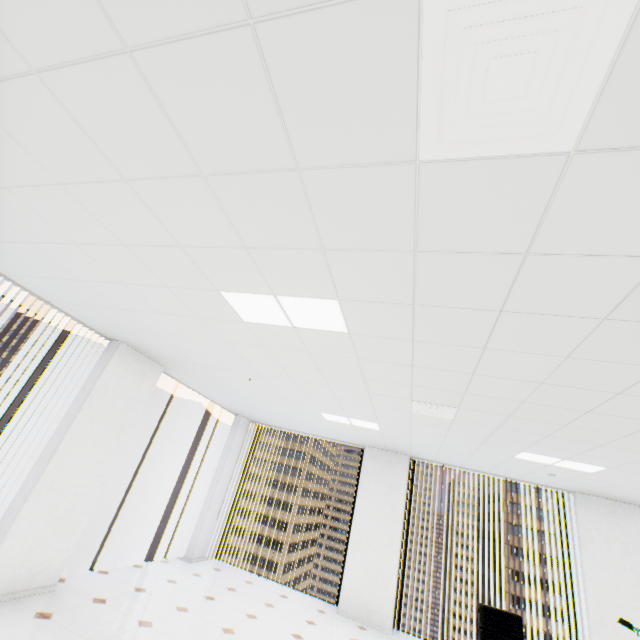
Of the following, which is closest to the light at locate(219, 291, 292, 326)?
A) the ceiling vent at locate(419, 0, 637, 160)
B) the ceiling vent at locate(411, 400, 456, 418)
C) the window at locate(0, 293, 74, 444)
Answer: the ceiling vent at locate(419, 0, 637, 160)

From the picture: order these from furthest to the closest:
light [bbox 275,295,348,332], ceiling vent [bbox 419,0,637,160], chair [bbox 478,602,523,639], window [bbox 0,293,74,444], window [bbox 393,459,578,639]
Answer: window [bbox 393,459,578,639], window [bbox 0,293,74,444], chair [bbox 478,602,523,639], light [bbox 275,295,348,332], ceiling vent [bbox 419,0,637,160]

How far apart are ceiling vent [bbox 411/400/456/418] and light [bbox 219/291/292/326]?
1.7m

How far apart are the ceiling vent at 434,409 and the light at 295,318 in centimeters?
174cm

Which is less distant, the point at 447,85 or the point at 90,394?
the point at 447,85

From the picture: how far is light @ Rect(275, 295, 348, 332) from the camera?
2.3m
